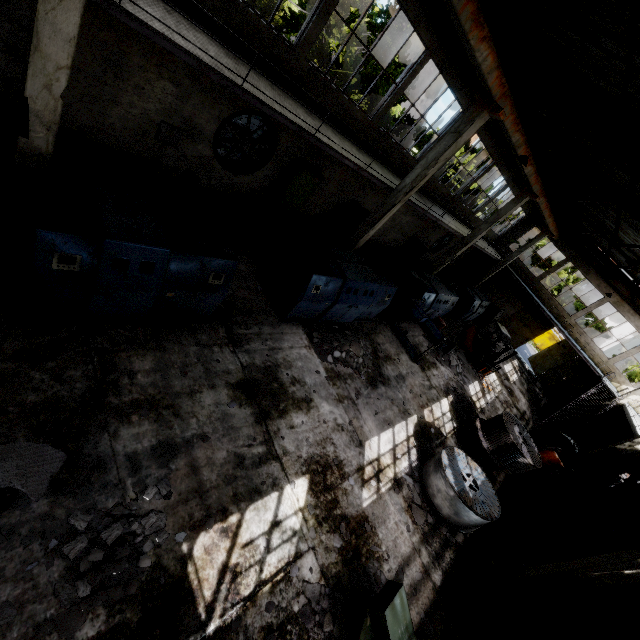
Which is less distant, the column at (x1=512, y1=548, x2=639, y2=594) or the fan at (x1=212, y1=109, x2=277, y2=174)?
the column at (x1=512, y1=548, x2=639, y2=594)

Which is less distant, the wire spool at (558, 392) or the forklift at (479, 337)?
the forklift at (479, 337)

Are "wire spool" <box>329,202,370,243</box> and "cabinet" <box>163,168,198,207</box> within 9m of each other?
yes

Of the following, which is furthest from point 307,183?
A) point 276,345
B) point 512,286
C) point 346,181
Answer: point 512,286

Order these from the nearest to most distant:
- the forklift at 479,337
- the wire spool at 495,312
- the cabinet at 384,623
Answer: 1. the cabinet at 384,623
2. the forklift at 479,337
3. the wire spool at 495,312

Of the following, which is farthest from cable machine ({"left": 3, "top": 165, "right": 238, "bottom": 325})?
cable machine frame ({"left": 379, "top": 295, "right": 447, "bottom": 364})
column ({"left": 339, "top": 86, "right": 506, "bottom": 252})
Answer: cable machine frame ({"left": 379, "top": 295, "right": 447, "bottom": 364})

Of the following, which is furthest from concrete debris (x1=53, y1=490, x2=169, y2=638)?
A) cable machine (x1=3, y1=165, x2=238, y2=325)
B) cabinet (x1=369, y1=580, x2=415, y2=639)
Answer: cabinet (x1=369, y1=580, x2=415, y2=639)

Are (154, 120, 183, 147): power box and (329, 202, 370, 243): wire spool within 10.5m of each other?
yes
